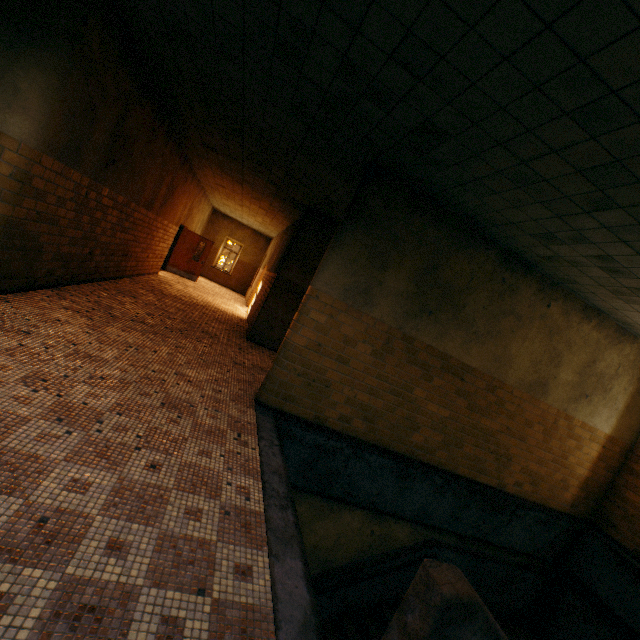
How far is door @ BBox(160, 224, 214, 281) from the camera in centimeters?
1418cm

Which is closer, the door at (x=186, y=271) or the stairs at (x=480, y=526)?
the stairs at (x=480, y=526)

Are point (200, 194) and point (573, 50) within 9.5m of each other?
no

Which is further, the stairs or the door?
the door

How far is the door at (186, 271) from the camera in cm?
1418
